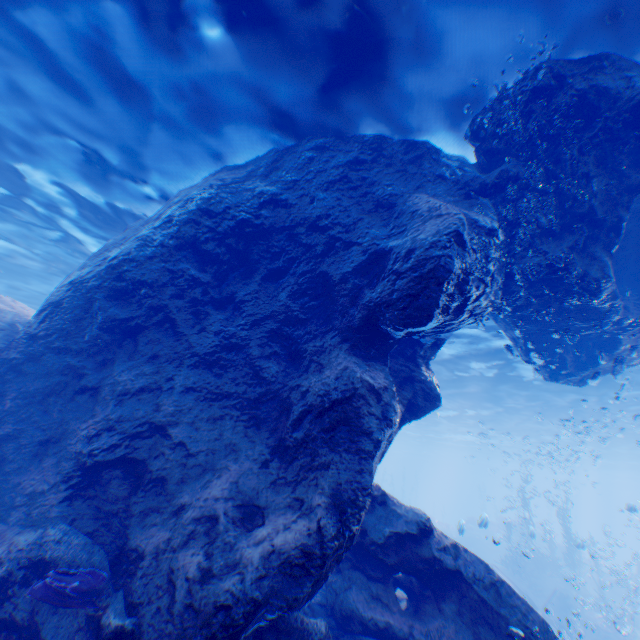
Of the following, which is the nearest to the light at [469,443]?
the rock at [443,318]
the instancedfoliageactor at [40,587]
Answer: the rock at [443,318]

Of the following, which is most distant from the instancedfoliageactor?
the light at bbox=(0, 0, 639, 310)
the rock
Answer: the light at bbox=(0, 0, 639, 310)

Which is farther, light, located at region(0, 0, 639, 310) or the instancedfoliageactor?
light, located at region(0, 0, 639, 310)

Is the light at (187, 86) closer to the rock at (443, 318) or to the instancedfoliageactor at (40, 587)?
the rock at (443, 318)

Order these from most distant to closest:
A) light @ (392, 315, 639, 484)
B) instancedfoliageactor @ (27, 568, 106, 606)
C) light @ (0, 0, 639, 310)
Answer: light @ (392, 315, 639, 484) < light @ (0, 0, 639, 310) < instancedfoliageactor @ (27, 568, 106, 606)

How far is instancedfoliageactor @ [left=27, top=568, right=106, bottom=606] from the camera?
4.11m

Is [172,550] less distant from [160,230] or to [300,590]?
[300,590]
